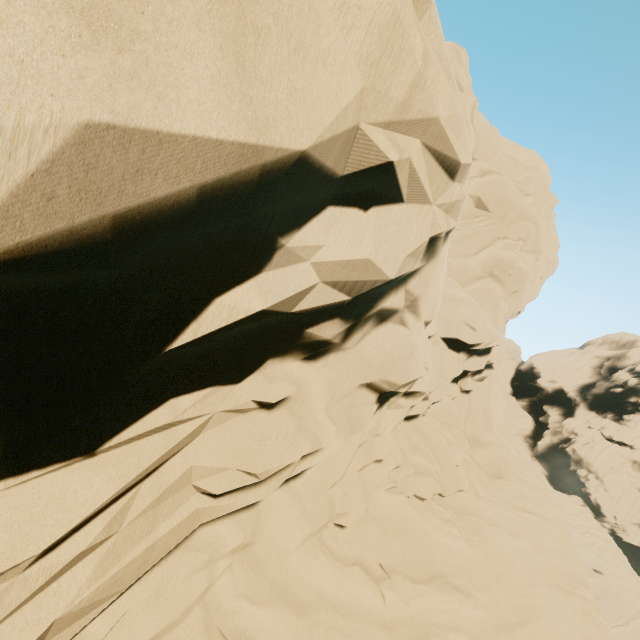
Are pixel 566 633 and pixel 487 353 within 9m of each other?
no
